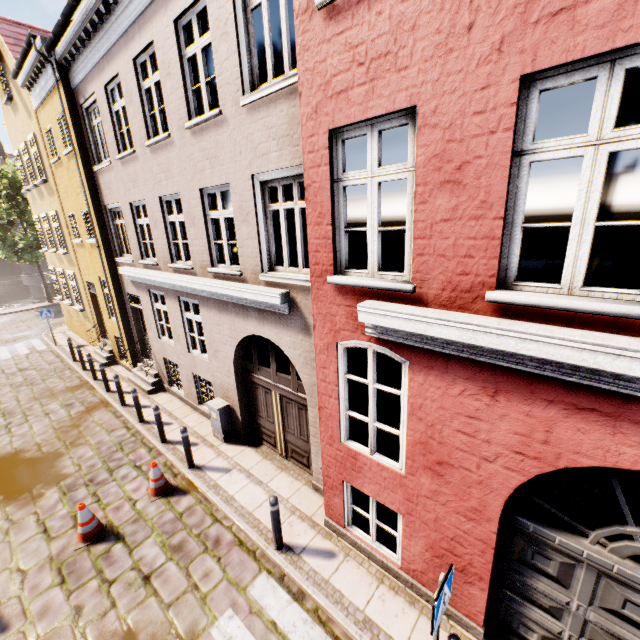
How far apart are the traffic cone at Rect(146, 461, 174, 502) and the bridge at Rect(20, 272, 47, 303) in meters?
43.0 m

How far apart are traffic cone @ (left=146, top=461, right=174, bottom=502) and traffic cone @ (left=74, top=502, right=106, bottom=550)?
0.8m

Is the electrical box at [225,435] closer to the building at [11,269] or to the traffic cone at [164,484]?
the traffic cone at [164,484]

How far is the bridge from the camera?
37.50m

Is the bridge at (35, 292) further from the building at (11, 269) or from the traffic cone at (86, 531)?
the traffic cone at (86, 531)

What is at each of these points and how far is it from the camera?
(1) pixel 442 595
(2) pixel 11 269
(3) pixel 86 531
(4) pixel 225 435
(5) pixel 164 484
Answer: (1) sign, 3.3m
(2) building, 45.8m
(3) traffic cone, 6.1m
(4) electrical box, 8.5m
(5) traffic cone, 7.1m

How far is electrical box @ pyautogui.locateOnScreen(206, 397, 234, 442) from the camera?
8.3 meters

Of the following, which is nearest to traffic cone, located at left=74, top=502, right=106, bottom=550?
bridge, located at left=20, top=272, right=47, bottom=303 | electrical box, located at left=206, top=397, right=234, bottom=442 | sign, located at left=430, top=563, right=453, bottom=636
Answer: electrical box, located at left=206, top=397, right=234, bottom=442
